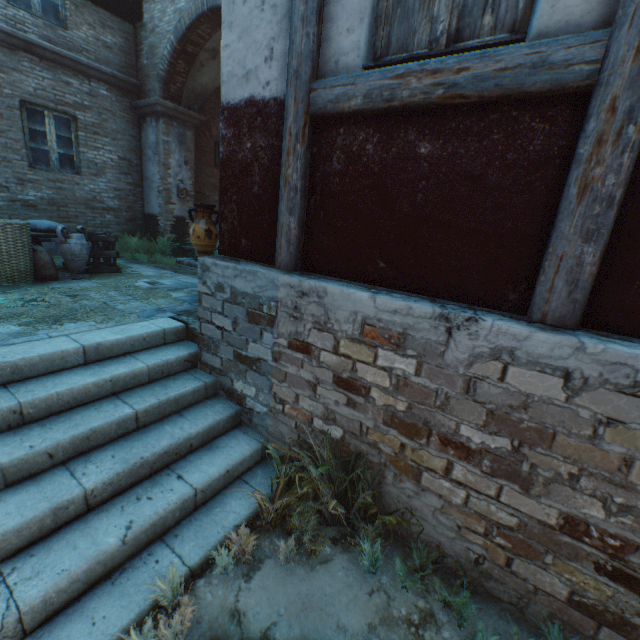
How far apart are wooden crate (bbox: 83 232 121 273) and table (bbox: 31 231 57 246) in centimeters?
1cm

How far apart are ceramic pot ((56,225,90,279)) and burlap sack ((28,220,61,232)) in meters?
0.2

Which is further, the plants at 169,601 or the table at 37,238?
the table at 37,238

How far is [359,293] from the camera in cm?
242

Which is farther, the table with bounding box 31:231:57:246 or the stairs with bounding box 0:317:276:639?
the table with bounding box 31:231:57:246

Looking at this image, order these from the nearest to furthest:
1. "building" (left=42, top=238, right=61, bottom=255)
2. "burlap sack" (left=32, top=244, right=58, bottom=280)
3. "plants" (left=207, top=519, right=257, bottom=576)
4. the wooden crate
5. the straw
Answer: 1. "plants" (left=207, top=519, right=257, bottom=576)
2. the straw
3. "burlap sack" (left=32, top=244, right=58, bottom=280)
4. the wooden crate
5. "building" (left=42, top=238, right=61, bottom=255)

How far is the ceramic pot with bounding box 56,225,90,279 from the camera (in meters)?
5.48

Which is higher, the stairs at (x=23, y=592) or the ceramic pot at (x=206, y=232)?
the ceramic pot at (x=206, y=232)
